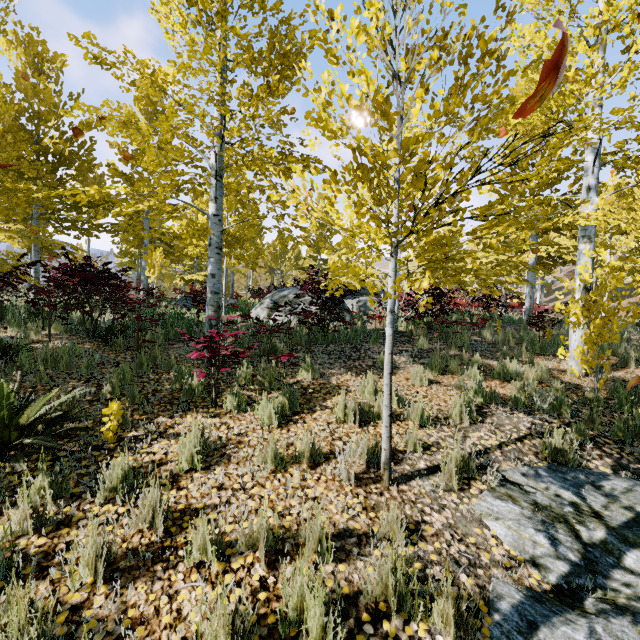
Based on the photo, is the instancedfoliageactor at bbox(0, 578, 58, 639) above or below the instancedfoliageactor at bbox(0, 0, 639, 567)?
below

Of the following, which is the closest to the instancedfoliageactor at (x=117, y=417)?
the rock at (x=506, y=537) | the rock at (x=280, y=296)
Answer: the rock at (x=506, y=537)

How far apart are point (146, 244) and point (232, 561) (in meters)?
16.24

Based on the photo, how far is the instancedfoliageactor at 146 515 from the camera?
2.54m

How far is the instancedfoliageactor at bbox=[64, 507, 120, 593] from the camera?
2.12m

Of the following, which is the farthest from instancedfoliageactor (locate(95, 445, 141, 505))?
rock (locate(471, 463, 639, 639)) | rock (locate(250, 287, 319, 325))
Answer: rock (locate(250, 287, 319, 325))
